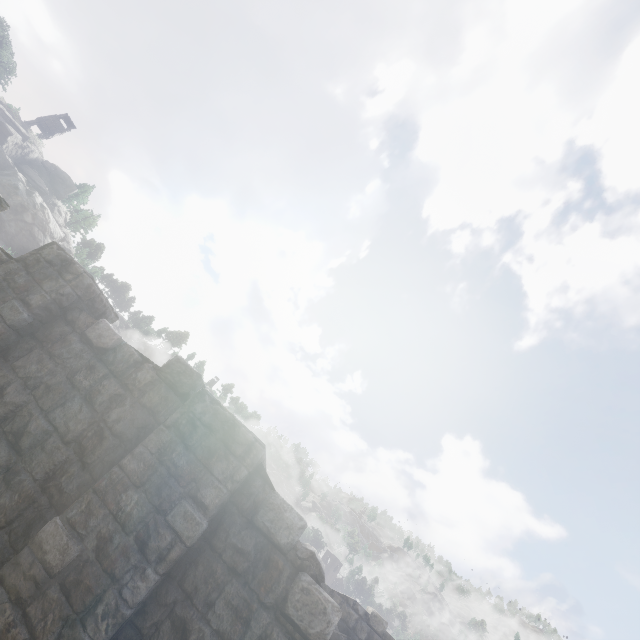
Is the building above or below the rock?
below

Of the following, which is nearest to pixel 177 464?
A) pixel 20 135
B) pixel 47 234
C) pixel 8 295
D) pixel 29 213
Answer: pixel 8 295

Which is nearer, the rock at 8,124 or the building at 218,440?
the building at 218,440

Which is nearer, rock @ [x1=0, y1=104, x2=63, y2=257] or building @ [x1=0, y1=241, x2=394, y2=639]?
building @ [x1=0, y1=241, x2=394, y2=639]

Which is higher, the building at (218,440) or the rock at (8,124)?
the rock at (8,124)
